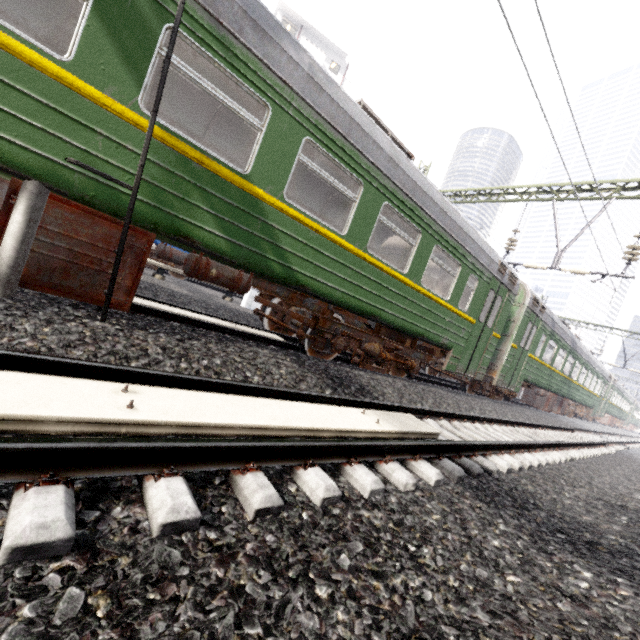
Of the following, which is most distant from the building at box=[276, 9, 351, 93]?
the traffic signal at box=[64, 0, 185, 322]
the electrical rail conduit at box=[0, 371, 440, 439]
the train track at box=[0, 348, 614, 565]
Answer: the electrical rail conduit at box=[0, 371, 440, 439]

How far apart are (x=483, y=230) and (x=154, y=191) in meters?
11.0

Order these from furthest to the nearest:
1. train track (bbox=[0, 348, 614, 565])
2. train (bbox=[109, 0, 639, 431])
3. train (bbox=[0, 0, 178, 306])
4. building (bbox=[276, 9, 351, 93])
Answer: building (bbox=[276, 9, 351, 93])
train (bbox=[109, 0, 639, 431])
train (bbox=[0, 0, 178, 306])
train track (bbox=[0, 348, 614, 565])

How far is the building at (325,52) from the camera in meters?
33.1 m

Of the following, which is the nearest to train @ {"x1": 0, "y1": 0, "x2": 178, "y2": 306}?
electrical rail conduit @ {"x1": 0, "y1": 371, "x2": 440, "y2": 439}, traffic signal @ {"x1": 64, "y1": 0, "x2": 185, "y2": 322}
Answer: traffic signal @ {"x1": 64, "y1": 0, "x2": 185, "y2": 322}

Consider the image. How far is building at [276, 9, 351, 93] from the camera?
33.1 meters

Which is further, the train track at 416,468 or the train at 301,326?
the train at 301,326

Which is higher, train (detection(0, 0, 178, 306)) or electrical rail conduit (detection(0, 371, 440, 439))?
train (detection(0, 0, 178, 306))
